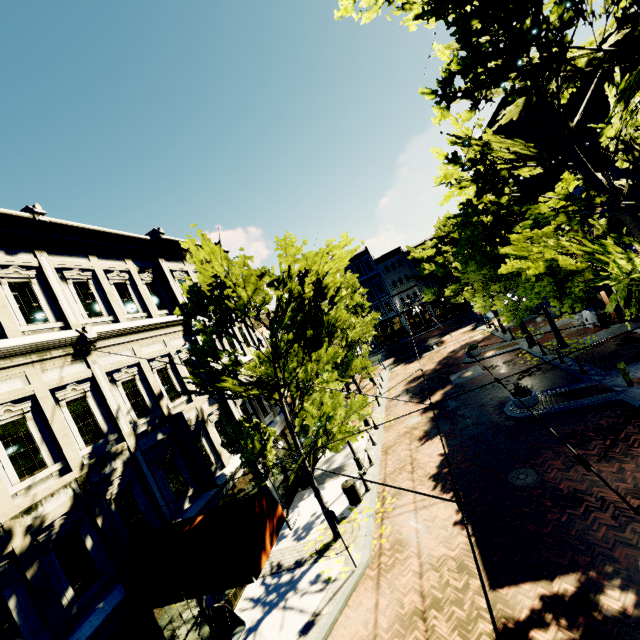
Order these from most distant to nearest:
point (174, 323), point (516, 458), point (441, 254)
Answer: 1. point (441, 254)
2. point (174, 323)
3. point (516, 458)

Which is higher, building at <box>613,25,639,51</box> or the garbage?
building at <box>613,25,639,51</box>

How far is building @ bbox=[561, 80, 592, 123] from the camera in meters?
16.8 m

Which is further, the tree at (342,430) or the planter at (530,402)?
the planter at (530,402)

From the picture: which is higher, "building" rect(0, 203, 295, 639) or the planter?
"building" rect(0, 203, 295, 639)

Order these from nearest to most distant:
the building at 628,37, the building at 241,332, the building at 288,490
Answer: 1. the building at 288,490
2. the building at 628,37
3. the building at 241,332

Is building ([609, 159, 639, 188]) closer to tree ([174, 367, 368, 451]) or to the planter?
tree ([174, 367, 368, 451])

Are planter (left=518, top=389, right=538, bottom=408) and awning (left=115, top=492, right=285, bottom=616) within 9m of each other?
no
